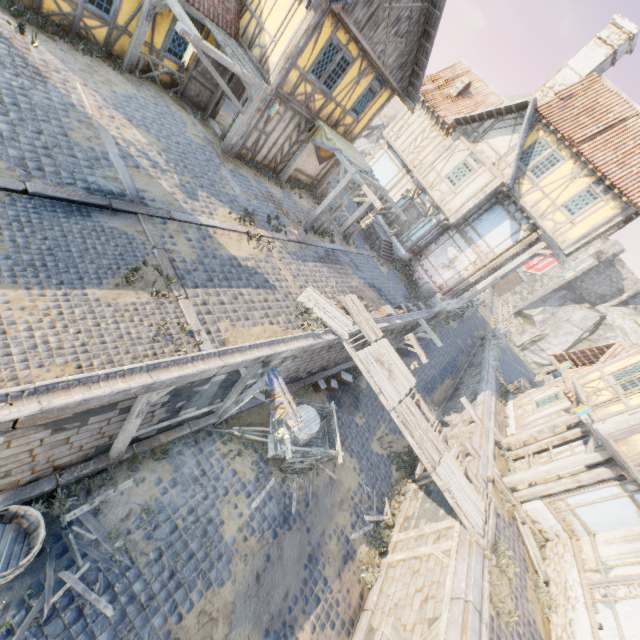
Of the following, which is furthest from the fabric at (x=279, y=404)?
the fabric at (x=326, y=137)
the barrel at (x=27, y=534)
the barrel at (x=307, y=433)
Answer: the fabric at (x=326, y=137)

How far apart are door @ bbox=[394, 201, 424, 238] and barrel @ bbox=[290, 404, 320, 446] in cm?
1369

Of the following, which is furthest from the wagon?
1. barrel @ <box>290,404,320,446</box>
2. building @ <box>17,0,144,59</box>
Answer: building @ <box>17,0,144,59</box>

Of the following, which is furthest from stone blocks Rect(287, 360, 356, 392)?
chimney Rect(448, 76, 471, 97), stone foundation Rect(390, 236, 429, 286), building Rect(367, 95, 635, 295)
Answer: chimney Rect(448, 76, 471, 97)

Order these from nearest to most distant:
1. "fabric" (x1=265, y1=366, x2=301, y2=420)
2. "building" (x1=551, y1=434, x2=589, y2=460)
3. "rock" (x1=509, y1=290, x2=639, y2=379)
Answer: "fabric" (x1=265, y1=366, x2=301, y2=420) → "building" (x1=551, y1=434, x2=589, y2=460) → "rock" (x1=509, y1=290, x2=639, y2=379)

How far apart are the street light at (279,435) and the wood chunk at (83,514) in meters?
3.3

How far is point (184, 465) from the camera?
8.27m

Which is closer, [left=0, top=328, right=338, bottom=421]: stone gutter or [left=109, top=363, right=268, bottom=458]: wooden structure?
[left=0, top=328, right=338, bottom=421]: stone gutter
